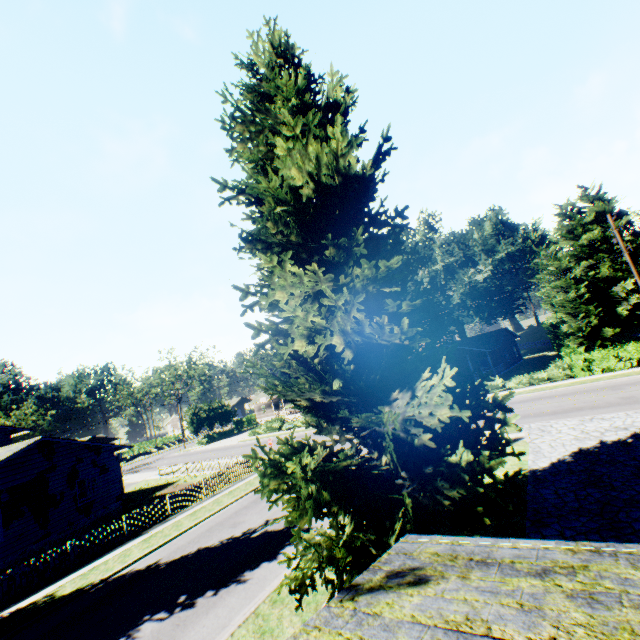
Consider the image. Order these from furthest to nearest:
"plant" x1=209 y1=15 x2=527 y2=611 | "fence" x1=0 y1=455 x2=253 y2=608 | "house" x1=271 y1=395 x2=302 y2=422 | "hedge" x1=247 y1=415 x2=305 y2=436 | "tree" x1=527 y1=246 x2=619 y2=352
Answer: "house" x1=271 y1=395 x2=302 y2=422
"hedge" x1=247 y1=415 x2=305 y2=436
"tree" x1=527 y1=246 x2=619 y2=352
"fence" x1=0 y1=455 x2=253 y2=608
"plant" x1=209 y1=15 x2=527 y2=611

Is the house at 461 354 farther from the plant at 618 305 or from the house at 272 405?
the house at 272 405

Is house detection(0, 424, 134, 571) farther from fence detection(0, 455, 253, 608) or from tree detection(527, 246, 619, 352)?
tree detection(527, 246, 619, 352)

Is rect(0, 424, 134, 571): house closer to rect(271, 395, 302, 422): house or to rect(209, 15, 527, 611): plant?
rect(209, 15, 527, 611): plant

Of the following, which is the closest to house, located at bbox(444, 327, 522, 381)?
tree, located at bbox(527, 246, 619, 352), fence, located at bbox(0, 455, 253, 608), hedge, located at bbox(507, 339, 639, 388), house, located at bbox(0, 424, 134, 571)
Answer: tree, located at bbox(527, 246, 619, 352)

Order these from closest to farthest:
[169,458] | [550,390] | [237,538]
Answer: [237,538], [550,390], [169,458]

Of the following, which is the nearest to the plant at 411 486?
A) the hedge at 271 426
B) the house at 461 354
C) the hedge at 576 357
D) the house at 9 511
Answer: the house at 9 511

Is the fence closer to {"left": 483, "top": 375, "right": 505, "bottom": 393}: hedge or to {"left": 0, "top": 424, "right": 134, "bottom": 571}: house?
{"left": 0, "top": 424, "right": 134, "bottom": 571}: house
